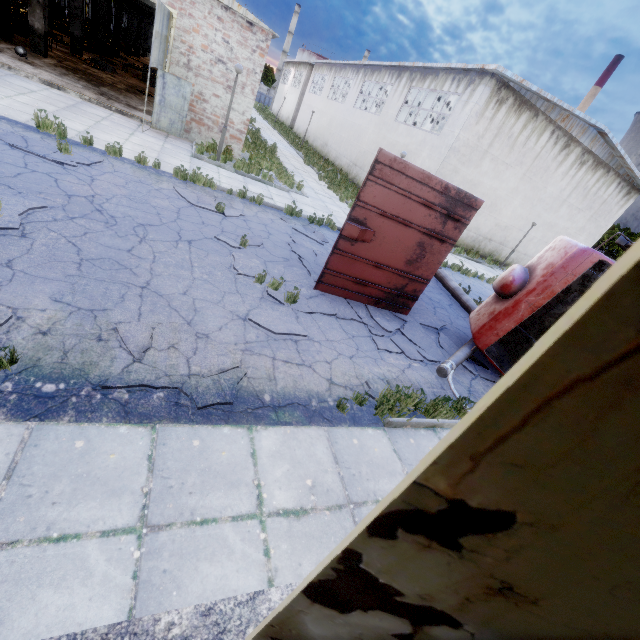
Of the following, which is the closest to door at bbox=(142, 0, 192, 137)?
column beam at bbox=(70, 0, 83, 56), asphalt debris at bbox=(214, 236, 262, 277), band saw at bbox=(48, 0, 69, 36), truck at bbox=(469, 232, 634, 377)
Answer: asphalt debris at bbox=(214, 236, 262, 277)

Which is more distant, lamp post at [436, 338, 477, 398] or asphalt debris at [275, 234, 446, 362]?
asphalt debris at [275, 234, 446, 362]

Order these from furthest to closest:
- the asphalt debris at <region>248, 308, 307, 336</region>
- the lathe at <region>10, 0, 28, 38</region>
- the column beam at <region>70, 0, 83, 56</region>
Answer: the column beam at <region>70, 0, 83, 56</region>
the lathe at <region>10, 0, 28, 38</region>
the asphalt debris at <region>248, 308, 307, 336</region>

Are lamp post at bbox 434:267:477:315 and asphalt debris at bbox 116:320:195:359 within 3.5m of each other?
no

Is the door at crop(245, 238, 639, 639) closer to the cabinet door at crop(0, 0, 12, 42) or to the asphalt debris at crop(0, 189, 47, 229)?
the asphalt debris at crop(0, 189, 47, 229)

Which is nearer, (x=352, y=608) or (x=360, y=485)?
(x=352, y=608)

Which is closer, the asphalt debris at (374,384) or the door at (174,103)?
the asphalt debris at (374,384)

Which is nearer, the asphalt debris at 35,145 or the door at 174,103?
the asphalt debris at 35,145
